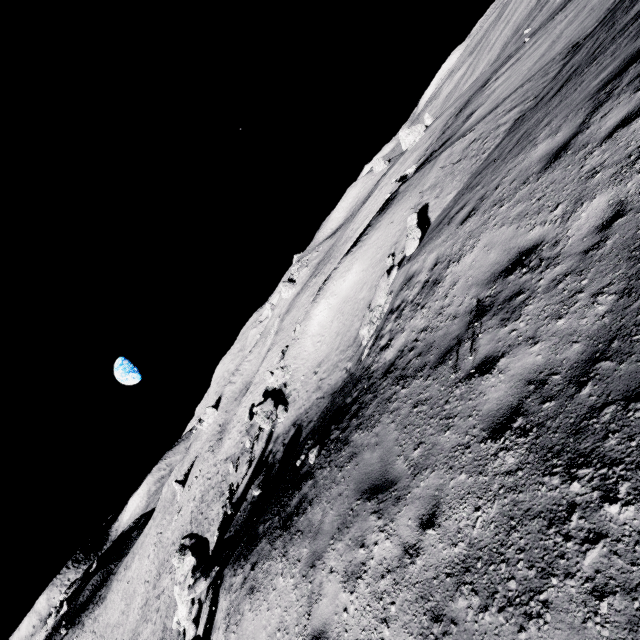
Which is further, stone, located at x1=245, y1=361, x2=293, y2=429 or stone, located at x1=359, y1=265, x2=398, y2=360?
stone, located at x1=245, y1=361, x2=293, y2=429

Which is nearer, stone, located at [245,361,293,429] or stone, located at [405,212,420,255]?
stone, located at [405,212,420,255]

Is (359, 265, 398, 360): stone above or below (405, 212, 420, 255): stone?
below

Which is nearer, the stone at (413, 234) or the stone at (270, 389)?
the stone at (413, 234)

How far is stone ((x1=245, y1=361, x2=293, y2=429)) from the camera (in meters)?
18.42

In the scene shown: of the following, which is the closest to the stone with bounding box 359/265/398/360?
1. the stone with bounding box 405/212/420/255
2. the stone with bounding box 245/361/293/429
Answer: the stone with bounding box 405/212/420/255

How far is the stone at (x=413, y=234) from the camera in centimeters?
1037cm

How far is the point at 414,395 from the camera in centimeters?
561cm
